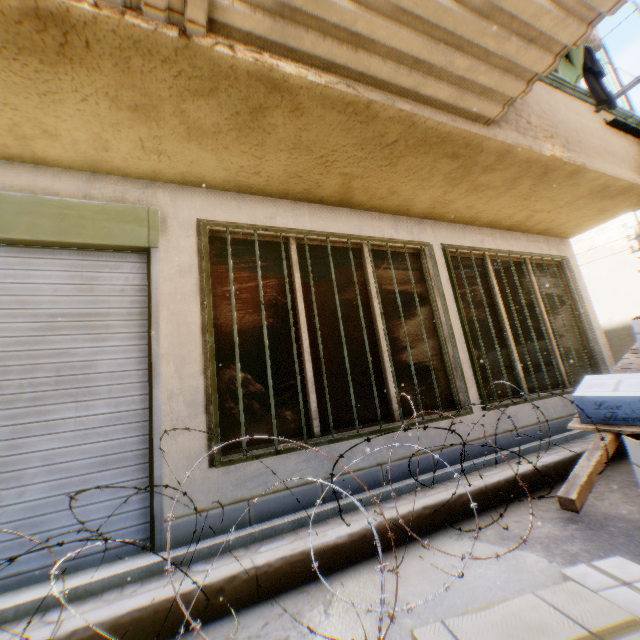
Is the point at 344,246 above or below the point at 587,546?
above

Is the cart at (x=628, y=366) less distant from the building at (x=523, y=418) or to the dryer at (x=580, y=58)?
the building at (x=523, y=418)

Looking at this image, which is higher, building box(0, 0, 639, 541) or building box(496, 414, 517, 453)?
building box(0, 0, 639, 541)

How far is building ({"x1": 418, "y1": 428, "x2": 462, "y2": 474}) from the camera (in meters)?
3.68

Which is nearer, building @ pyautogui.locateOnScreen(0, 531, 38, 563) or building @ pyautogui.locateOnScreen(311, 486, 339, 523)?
building @ pyautogui.locateOnScreen(0, 531, 38, 563)

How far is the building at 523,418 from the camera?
4.2 meters

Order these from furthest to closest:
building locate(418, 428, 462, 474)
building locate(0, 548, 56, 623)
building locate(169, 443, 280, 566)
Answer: building locate(418, 428, 462, 474) < building locate(169, 443, 280, 566) < building locate(0, 548, 56, 623)

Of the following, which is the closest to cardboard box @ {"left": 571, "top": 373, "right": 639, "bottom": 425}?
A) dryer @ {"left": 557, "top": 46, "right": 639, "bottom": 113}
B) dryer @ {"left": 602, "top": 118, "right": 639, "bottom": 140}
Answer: dryer @ {"left": 557, "top": 46, "right": 639, "bottom": 113}
